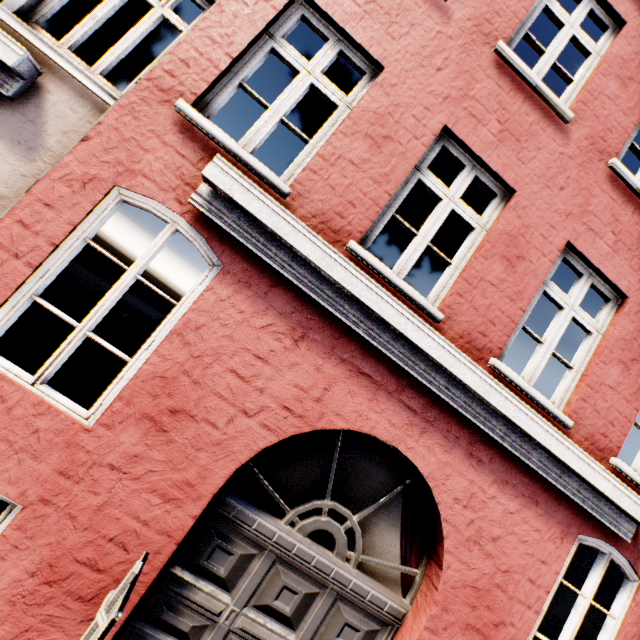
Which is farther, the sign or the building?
the building

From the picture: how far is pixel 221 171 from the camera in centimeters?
274cm

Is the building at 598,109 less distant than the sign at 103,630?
No
